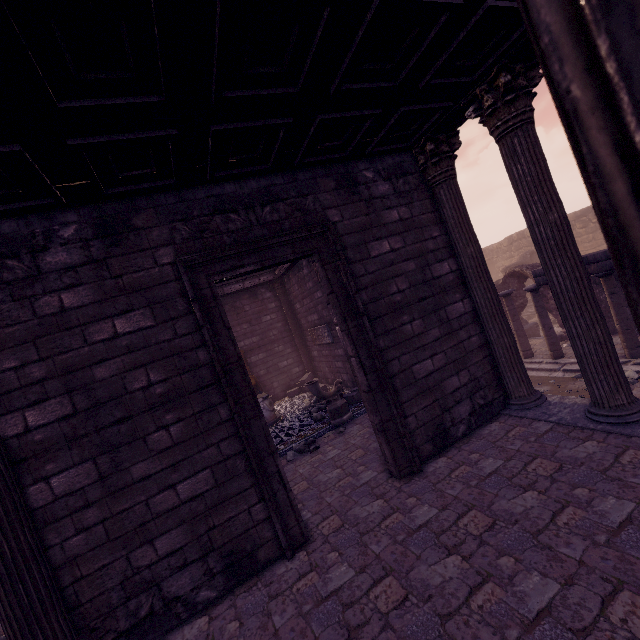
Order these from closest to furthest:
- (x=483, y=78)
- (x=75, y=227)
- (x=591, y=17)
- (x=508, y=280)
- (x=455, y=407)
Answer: (x=591, y=17) < (x=75, y=227) < (x=483, y=78) < (x=455, y=407) < (x=508, y=280)

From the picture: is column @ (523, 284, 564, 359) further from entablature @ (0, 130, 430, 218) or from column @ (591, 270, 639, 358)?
entablature @ (0, 130, 430, 218)

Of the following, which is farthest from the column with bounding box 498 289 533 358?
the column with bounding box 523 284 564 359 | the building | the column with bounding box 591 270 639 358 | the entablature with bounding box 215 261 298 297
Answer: the entablature with bounding box 215 261 298 297

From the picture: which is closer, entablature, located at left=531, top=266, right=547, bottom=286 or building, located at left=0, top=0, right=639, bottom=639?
building, located at left=0, top=0, right=639, bottom=639

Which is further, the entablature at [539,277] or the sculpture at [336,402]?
the entablature at [539,277]

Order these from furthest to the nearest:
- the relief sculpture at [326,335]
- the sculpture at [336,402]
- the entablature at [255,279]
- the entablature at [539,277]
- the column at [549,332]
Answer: the entablature at [255,279]
the relief sculpture at [326,335]
the column at [549,332]
the entablature at [539,277]
the sculpture at [336,402]

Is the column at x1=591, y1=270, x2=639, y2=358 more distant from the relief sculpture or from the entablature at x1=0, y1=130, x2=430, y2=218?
the relief sculpture

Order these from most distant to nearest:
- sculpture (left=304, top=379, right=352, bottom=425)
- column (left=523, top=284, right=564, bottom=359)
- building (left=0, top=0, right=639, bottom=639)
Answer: column (left=523, top=284, right=564, bottom=359) < sculpture (left=304, top=379, right=352, bottom=425) < building (left=0, top=0, right=639, bottom=639)
